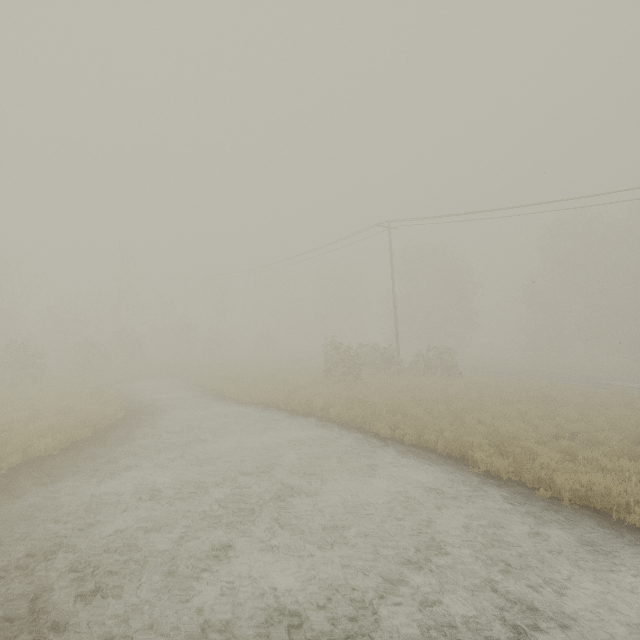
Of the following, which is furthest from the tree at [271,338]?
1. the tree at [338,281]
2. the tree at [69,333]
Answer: the tree at [338,281]

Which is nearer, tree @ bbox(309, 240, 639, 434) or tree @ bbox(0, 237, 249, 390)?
tree @ bbox(309, 240, 639, 434)

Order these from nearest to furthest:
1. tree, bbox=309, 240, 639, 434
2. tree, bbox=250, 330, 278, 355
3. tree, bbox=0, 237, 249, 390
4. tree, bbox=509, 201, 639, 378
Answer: tree, bbox=309, 240, 639, 434
tree, bbox=0, 237, 249, 390
tree, bbox=509, 201, 639, 378
tree, bbox=250, 330, 278, 355

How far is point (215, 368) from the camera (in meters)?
27.44

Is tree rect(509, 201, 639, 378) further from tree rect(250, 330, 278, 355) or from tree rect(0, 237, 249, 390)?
tree rect(0, 237, 249, 390)

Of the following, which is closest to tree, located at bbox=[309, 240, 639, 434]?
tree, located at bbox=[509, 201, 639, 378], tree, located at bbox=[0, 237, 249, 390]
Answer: tree, located at bbox=[509, 201, 639, 378]

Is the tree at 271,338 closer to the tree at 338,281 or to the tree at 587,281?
the tree at 338,281
